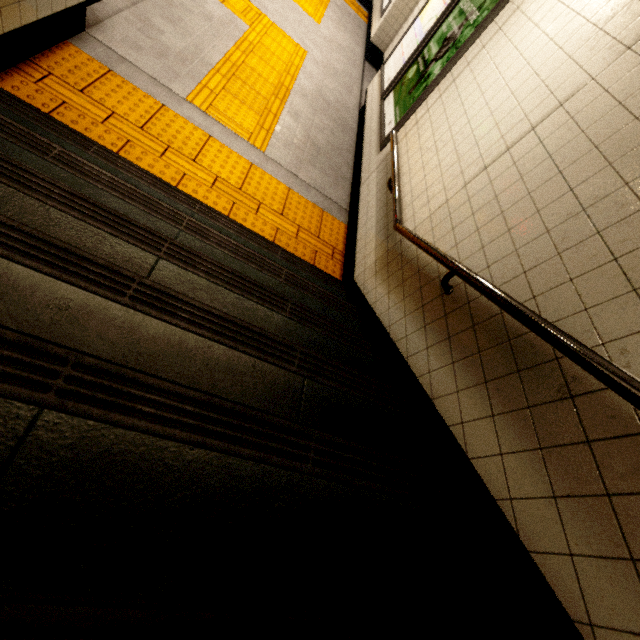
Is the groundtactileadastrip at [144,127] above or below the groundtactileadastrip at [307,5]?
below

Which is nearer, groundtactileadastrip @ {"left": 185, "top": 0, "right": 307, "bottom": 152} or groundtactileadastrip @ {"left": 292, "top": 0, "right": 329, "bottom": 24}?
groundtactileadastrip @ {"left": 185, "top": 0, "right": 307, "bottom": 152}

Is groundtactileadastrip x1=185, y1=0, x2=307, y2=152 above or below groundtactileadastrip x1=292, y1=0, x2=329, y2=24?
below

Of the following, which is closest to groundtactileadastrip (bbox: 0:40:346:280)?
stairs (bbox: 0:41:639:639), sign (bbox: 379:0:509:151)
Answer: stairs (bbox: 0:41:639:639)

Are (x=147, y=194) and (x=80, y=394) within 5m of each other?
yes

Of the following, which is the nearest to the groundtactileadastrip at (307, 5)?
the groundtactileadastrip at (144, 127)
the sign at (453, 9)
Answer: the groundtactileadastrip at (144, 127)

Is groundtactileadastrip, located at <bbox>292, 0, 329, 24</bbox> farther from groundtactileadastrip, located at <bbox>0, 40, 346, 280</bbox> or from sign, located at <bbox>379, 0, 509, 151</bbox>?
sign, located at <bbox>379, 0, 509, 151</bbox>

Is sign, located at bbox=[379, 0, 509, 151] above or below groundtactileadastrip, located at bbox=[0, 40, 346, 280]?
above
